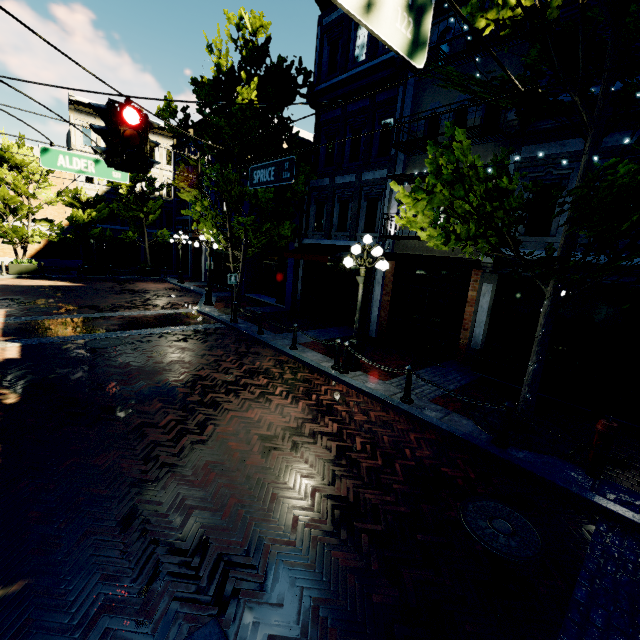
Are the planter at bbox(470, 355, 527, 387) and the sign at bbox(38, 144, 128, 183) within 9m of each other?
no

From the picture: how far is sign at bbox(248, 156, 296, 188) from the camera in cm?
619

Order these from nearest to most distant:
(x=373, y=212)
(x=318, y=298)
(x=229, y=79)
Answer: (x=229, y=79), (x=373, y=212), (x=318, y=298)

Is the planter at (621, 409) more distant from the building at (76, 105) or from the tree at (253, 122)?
the tree at (253, 122)

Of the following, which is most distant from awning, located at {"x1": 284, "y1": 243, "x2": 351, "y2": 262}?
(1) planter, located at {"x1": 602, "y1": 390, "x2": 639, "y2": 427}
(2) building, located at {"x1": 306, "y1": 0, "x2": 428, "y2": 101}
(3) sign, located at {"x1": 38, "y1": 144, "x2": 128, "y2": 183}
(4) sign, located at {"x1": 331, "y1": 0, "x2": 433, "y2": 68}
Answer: (4) sign, located at {"x1": 331, "y1": 0, "x2": 433, "y2": 68}

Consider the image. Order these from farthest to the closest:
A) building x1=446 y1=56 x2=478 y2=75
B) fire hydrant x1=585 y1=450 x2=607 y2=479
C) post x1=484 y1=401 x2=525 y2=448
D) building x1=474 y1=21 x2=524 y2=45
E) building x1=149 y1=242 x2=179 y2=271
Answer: building x1=149 y1=242 x2=179 y2=271 → building x1=446 y1=56 x2=478 y2=75 → building x1=474 y1=21 x2=524 y2=45 → post x1=484 y1=401 x2=525 y2=448 → fire hydrant x1=585 y1=450 x2=607 y2=479

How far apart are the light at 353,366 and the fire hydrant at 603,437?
4.9m

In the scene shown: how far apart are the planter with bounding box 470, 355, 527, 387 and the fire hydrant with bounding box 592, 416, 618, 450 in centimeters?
301cm
